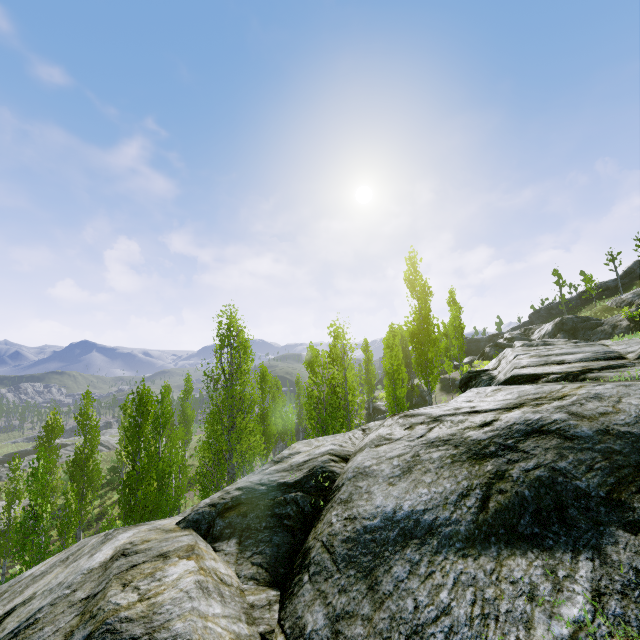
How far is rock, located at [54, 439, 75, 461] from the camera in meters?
48.7 m

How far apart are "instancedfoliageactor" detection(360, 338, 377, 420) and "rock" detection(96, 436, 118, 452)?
43.4m

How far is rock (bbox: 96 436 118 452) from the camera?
52.4 meters

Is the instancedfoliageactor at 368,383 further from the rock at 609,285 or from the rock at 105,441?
the rock at 105,441

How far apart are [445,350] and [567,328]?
13.46m

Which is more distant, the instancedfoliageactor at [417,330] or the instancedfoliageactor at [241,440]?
the instancedfoliageactor at [417,330]

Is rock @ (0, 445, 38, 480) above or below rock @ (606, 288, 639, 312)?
below

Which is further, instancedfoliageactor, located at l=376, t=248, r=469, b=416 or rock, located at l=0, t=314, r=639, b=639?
instancedfoliageactor, located at l=376, t=248, r=469, b=416
